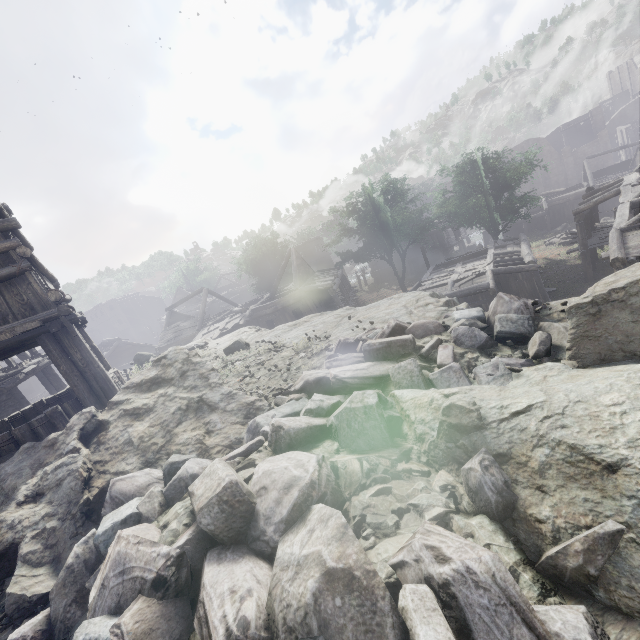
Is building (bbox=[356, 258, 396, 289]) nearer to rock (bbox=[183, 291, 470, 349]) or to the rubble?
rock (bbox=[183, 291, 470, 349])

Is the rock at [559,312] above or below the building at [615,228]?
above

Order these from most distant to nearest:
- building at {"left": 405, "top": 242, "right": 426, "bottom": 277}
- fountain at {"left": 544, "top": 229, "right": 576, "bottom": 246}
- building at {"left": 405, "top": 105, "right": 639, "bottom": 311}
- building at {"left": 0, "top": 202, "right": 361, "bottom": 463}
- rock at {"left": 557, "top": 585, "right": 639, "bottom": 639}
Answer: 1. building at {"left": 405, "top": 242, "right": 426, "bottom": 277}
2. fountain at {"left": 544, "top": 229, "right": 576, "bottom": 246}
3. building at {"left": 405, "top": 105, "right": 639, "bottom": 311}
4. building at {"left": 0, "top": 202, "right": 361, "bottom": 463}
5. rock at {"left": 557, "top": 585, "right": 639, "bottom": 639}

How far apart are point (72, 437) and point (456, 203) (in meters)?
33.54

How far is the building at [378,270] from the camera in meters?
44.2 m

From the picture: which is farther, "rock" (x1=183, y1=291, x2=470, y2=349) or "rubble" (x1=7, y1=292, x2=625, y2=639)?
"rock" (x1=183, y1=291, x2=470, y2=349)
